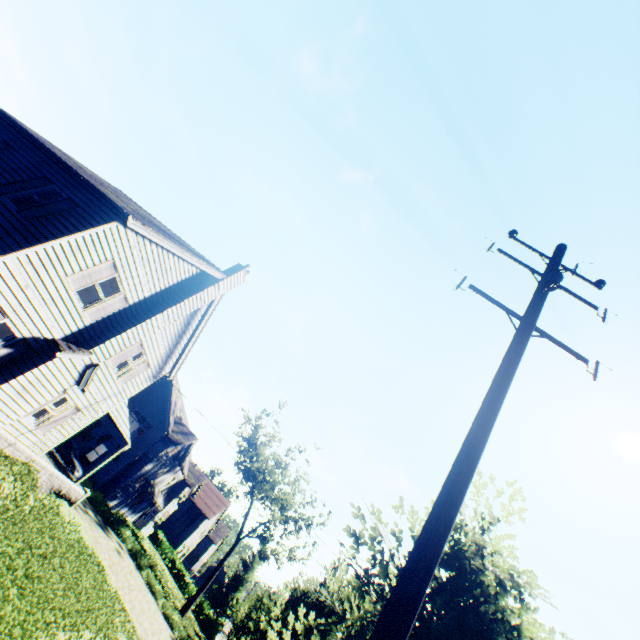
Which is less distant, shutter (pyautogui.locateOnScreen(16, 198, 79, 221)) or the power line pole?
the power line pole

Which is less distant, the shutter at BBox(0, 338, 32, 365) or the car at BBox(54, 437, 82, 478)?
the shutter at BBox(0, 338, 32, 365)

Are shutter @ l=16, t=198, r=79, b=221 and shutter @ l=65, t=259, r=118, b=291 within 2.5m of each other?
yes

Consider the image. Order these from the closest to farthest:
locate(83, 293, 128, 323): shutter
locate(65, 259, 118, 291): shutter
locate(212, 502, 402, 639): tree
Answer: locate(212, 502, 402, 639): tree
locate(65, 259, 118, 291): shutter
locate(83, 293, 128, 323): shutter

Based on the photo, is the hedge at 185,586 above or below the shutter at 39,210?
below

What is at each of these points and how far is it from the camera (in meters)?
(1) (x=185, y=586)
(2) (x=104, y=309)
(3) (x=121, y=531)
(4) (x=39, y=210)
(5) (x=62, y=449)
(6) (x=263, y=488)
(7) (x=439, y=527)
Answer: (1) hedge, 42.06
(2) shutter, 12.82
(3) hedge, 25.77
(4) shutter, 10.70
(5) car, 24.17
(6) tree, 36.88
(7) power line pole, 2.70

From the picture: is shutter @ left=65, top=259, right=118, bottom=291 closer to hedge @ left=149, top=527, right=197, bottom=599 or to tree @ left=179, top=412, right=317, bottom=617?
tree @ left=179, top=412, right=317, bottom=617

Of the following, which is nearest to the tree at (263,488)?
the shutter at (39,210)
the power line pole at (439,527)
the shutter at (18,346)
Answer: the power line pole at (439,527)
